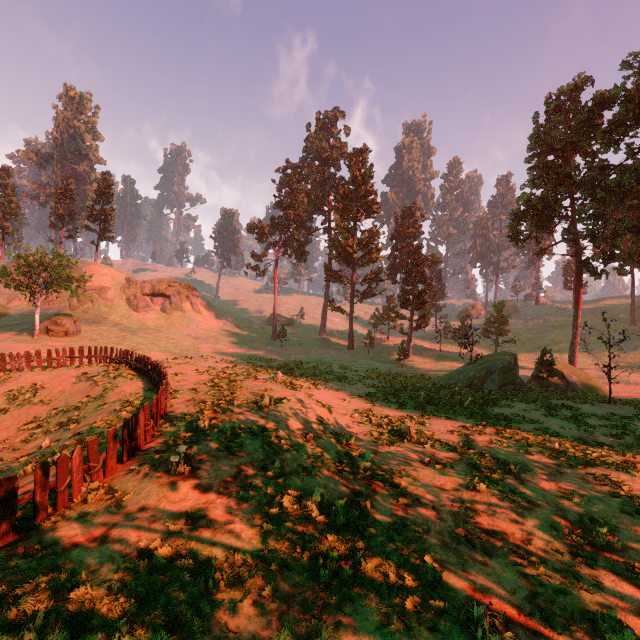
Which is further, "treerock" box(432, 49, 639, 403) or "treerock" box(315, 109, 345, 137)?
"treerock" box(315, 109, 345, 137)

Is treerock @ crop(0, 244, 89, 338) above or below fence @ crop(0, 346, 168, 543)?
above

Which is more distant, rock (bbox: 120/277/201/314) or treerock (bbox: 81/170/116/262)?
treerock (bbox: 81/170/116/262)

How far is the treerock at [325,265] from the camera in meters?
46.6

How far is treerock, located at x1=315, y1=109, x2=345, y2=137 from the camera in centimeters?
5816cm

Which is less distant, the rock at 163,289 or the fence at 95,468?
A: the fence at 95,468

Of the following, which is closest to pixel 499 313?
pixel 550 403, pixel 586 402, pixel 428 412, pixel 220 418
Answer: pixel 586 402
